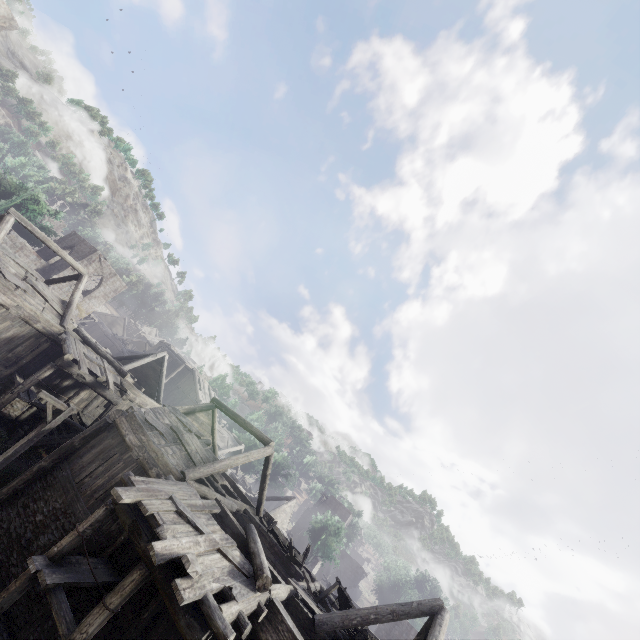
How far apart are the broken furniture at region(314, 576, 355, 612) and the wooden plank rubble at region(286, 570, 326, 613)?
0.01m

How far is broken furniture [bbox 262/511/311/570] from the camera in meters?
14.9 m

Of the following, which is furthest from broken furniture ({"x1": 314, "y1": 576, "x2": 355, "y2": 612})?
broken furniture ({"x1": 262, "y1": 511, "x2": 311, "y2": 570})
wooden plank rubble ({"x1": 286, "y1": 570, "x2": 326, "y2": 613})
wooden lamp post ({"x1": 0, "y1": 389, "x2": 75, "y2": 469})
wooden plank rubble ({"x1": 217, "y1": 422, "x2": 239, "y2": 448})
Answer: wooden plank rubble ({"x1": 217, "y1": 422, "x2": 239, "y2": 448})

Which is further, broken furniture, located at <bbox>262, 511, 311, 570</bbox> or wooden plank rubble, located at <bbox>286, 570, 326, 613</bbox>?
broken furniture, located at <bbox>262, 511, 311, 570</bbox>

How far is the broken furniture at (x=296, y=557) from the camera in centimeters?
1492cm

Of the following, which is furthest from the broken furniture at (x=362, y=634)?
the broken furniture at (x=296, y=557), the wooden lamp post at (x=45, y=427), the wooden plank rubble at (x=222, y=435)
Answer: the wooden plank rubble at (x=222, y=435)

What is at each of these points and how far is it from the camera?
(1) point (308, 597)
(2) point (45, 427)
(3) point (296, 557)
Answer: (1) wooden plank rubble, 11.89m
(2) wooden lamp post, 11.95m
(3) broken furniture, 15.49m

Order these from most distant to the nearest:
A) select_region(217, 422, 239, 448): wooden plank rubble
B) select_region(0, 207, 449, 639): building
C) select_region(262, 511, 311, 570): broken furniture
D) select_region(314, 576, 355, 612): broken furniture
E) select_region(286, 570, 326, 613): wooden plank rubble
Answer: select_region(217, 422, 239, 448): wooden plank rubble → select_region(262, 511, 311, 570): broken furniture → select_region(314, 576, 355, 612): broken furniture → select_region(286, 570, 326, 613): wooden plank rubble → select_region(0, 207, 449, 639): building
